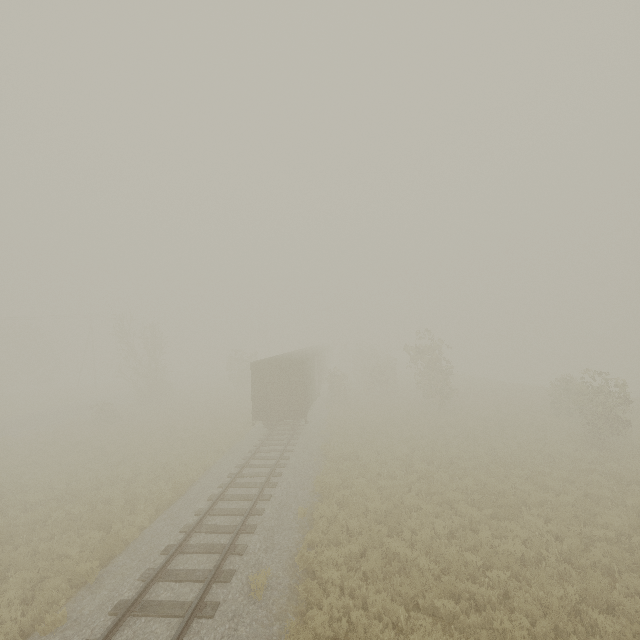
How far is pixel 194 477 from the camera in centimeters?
1516cm

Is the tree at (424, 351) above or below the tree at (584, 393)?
above

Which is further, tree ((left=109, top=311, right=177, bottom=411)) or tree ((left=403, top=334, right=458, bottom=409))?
tree ((left=109, top=311, right=177, bottom=411))

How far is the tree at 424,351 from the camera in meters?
26.5 m

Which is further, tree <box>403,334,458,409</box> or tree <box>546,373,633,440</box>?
tree <box>403,334,458,409</box>

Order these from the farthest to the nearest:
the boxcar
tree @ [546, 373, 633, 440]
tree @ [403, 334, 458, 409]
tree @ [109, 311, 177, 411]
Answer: tree @ [109, 311, 177, 411] → tree @ [403, 334, 458, 409] → the boxcar → tree @ [546, 373, 633, 440]

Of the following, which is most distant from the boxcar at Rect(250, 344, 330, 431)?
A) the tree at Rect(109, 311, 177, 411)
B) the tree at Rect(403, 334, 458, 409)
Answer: the tree at Rect(109, 311, 177, 411)

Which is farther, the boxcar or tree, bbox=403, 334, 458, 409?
tree, bbox=403, 334, 458, 409
